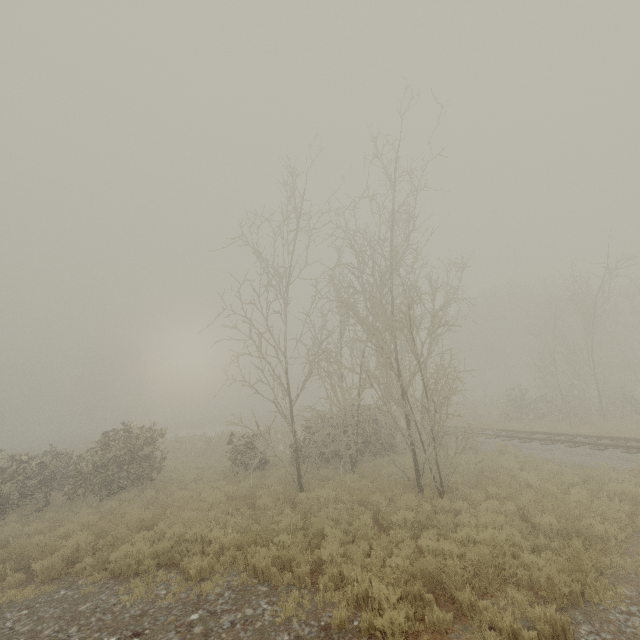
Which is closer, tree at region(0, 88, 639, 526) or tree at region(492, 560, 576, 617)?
tree at region(492, 560, 576, 617)

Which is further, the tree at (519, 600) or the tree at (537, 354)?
the tree at (537, 354)

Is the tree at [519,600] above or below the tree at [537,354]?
below

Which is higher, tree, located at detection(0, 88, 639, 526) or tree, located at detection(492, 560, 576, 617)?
tree, located at detection(0, 88, 639, 526)

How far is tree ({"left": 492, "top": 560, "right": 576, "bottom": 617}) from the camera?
5.6 meters

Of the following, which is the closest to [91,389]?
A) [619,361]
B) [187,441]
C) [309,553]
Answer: Answer: [187,441]
